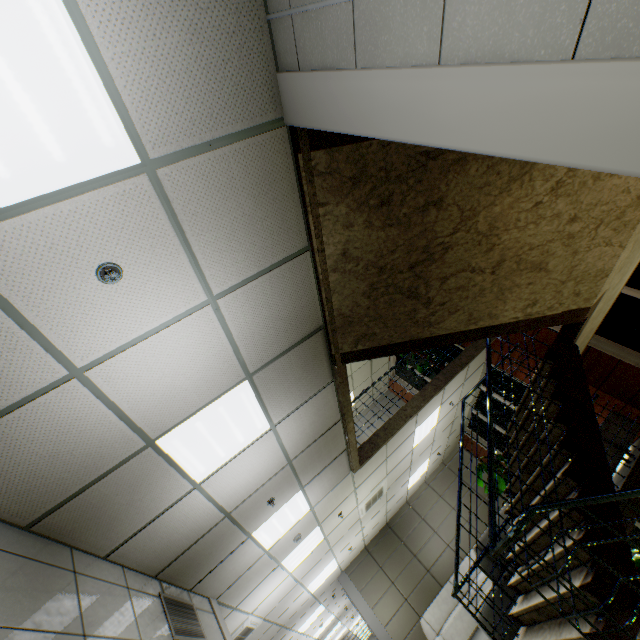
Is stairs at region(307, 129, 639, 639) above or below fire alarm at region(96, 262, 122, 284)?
below

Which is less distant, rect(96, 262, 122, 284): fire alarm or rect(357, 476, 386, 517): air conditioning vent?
rect(96, 262, 122, 284): fire alarm

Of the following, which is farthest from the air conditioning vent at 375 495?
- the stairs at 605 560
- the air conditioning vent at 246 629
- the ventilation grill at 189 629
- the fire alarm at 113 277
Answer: the fire alarm at 113 277

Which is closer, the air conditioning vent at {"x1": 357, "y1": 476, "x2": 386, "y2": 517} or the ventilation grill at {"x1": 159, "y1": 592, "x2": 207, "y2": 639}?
the ventilation grill at {"x1": 159, "y1": 592, "x2": 207, "y2": 639}

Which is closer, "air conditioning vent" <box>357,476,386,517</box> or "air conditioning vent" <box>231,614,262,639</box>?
"air conditioning vent" <box>231,614,262,639</box>

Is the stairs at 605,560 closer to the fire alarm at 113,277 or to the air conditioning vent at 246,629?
the fire alarm at 113,277

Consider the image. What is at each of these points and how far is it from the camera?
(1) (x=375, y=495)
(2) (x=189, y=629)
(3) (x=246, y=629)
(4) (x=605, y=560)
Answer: (1) air conditioning vent, 8.0 meters
(2) ventilation grill, 3.8 meters
(3) air conditioning vent, 6.6 meters
(4) stairs, 2.8 meters

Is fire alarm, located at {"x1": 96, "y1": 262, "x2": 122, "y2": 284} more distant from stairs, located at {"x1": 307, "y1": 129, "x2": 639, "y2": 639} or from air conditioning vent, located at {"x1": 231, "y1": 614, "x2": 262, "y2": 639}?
air conditioning vent, located at {"x1": 231, "y1": 614, "x2": 262, "y2": 639}
